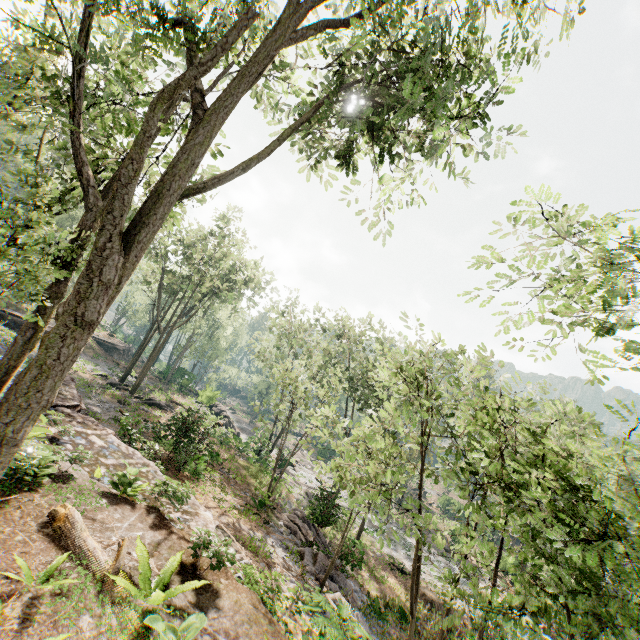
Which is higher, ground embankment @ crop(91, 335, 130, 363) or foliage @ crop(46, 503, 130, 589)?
foliage @ crop(46, 503, 130, 589)

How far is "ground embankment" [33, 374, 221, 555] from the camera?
8.55m

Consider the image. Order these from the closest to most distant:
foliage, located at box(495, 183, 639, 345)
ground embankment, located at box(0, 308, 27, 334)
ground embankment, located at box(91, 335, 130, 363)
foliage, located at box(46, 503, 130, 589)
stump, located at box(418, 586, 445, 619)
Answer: foliage, located at box(46, 503, 130, 589)
foliage, located at box(495, 183, 639, 345)
stump, located at box(418, 586, 445, 619)
ground embankment, located at box(0, 308, 27, 334)
ground embankment, located at box(91, 335, 130, 363)

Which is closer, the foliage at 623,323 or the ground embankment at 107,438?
the foliage at 623,323

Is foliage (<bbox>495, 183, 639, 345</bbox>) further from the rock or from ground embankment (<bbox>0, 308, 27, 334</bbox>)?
ground embankment (<bbox>0, 308, 27, 334</bbox>)

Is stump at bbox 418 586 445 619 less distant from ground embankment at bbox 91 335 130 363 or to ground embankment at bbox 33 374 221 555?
ground embankment at bbox 33 374 221 555

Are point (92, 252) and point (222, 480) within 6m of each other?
no

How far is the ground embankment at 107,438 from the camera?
8.6m
